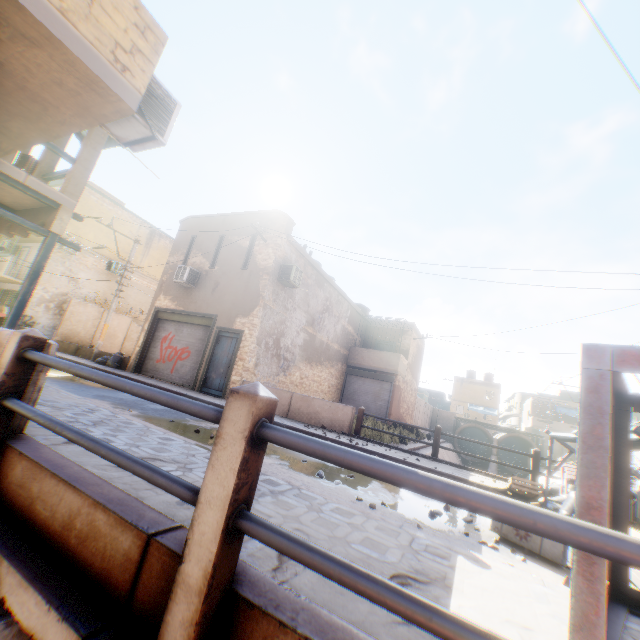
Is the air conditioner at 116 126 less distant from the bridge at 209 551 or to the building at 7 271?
the building at 7 271

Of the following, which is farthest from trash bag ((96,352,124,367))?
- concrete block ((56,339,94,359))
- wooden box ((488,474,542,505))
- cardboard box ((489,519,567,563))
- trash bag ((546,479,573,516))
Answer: cardboard box ((489,519,567,563))

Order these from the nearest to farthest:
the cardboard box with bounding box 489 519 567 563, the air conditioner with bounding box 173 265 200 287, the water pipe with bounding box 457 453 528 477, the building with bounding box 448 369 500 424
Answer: the cardboard box with bounding box 489 519 567 563, the air conditioner with bounding box 173 265 200 287, the water pipe with bounding box 457 453 528 477, the building with bounding box 448 369 500 424

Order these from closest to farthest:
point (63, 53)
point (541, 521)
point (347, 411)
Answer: point (541, 521), point (63, 53), point (347, 411)

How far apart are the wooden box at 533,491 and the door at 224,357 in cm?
974

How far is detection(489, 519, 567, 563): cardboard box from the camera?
3.53m

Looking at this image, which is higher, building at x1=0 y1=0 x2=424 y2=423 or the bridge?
building at x1=0 y1=0 x2=424 y2=423

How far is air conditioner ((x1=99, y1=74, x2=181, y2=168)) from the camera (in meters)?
4.66
